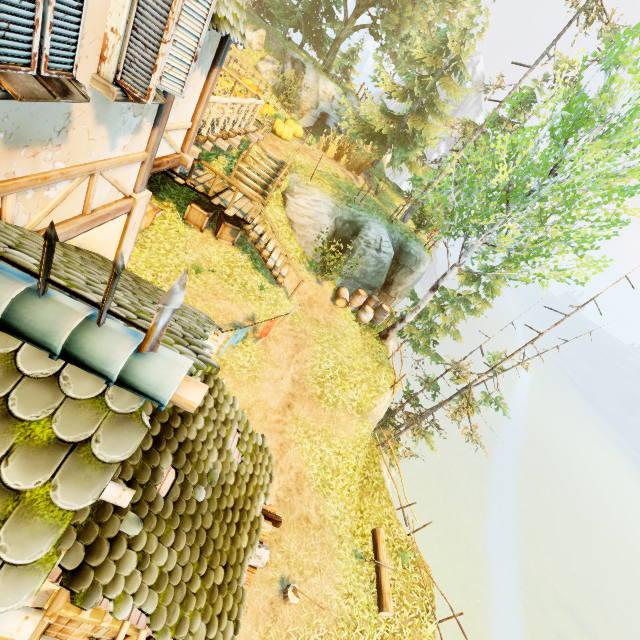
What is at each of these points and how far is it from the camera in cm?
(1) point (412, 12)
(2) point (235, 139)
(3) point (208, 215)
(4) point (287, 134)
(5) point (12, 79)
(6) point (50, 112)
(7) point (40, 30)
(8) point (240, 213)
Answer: (1) tree, 2377
(2) wooden platform, 1016
(3) box, 1162
(4) pumpkin, 1598
(5) window, 220
(6) building, 290
(7) window shutters, 225
(8) wooden platform, 1177

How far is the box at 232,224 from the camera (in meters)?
12.03

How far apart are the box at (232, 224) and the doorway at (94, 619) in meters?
10.6

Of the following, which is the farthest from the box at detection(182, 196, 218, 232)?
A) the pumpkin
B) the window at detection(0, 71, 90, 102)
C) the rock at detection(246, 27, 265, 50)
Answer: the rock at detection(246, 27, 265, 50)

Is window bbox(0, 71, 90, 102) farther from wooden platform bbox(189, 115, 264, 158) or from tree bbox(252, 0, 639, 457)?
tree bbox(252, 0, 639, 457)

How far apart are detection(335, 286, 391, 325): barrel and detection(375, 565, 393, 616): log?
8.4 meters

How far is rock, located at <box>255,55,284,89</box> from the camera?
24.3m

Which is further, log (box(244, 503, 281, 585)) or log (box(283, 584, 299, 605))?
log (box(283, 584, 299, 605))
